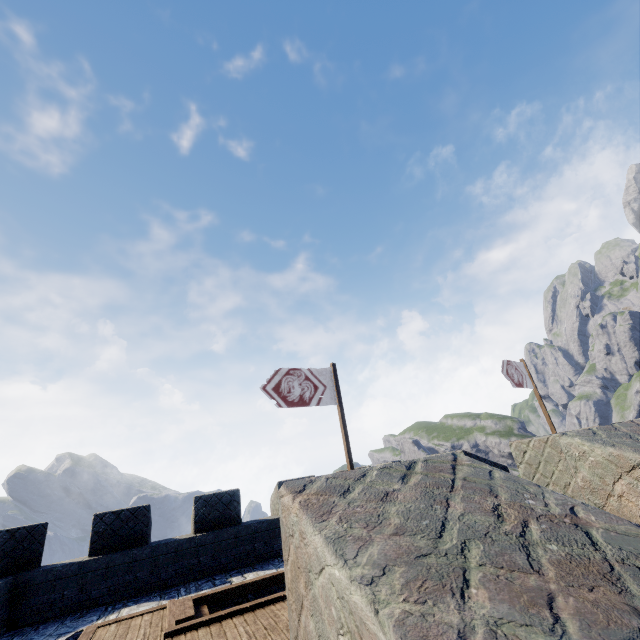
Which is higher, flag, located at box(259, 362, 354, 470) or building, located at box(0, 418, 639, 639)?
flag, located at box(259, 362, 354, 470)

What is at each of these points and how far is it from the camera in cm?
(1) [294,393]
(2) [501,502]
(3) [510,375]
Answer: (1) flag, 1127
(2) building, 158
(3) flag, 1535

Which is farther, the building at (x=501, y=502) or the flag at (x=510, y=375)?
the flag at (x=510, y=375)

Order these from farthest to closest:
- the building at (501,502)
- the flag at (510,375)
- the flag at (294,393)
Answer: the flag at (510,375)
the flag at (294,393)
the building at (501,502)

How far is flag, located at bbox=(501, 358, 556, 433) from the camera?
15.3m

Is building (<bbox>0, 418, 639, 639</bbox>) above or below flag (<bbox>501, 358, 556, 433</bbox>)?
below

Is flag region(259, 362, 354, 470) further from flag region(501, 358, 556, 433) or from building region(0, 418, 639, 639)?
flag region(501, 358, 556, 433)
